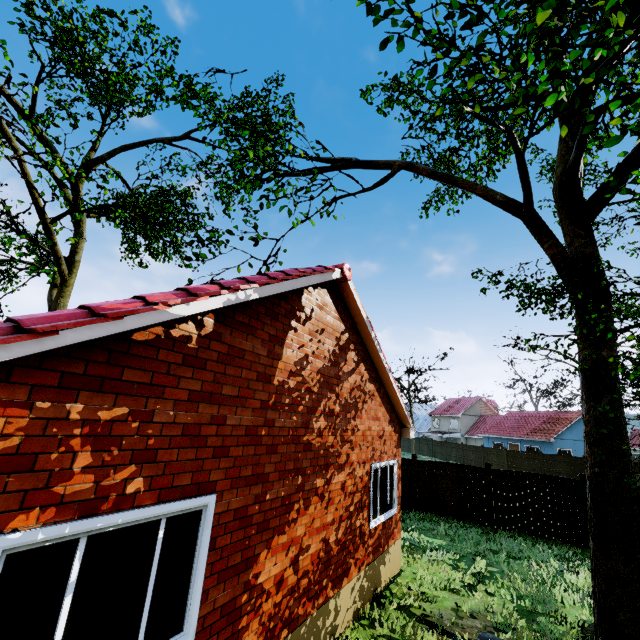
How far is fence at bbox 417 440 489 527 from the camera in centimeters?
1405cm

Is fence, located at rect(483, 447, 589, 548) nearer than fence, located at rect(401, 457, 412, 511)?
Yes

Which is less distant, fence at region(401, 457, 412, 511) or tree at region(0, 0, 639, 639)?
tree at region(0, 0, 639, 639)

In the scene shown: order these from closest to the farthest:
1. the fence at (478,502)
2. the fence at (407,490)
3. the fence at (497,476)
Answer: the fence at (497,476) → the fence at (478,502) → the fence at (407,490)

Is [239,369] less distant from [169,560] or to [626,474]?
[169,560]

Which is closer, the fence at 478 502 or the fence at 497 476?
the fence at 497 476
